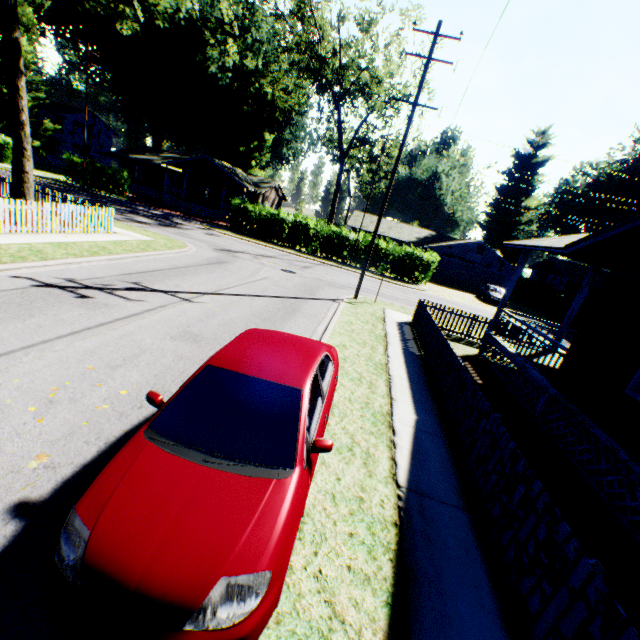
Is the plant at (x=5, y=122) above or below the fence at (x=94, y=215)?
above

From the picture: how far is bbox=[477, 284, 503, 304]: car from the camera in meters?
30.2

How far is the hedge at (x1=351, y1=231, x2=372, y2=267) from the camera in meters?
29.7

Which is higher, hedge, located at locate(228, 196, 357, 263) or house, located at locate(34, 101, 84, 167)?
house, located at locate(34, 101, 84, 167)

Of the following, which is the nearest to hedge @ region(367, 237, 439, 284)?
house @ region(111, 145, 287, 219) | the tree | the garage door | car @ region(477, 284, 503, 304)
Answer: house @ region(111, 145, 287, 219)

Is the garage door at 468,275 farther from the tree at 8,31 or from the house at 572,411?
the tree at 8,31

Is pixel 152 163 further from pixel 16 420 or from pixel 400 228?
pixel 16 420

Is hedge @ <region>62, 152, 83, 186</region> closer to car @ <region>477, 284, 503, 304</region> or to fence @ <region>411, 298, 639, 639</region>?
fence @ <region>411, 298, 639, 639</region>
